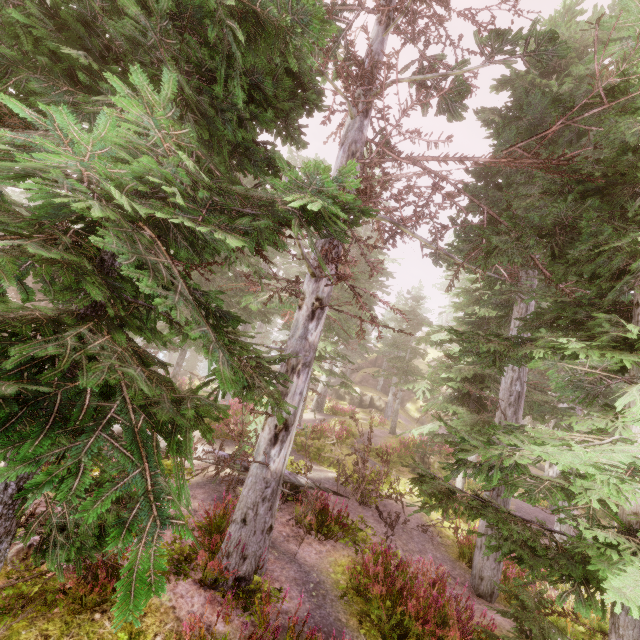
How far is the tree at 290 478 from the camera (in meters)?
8.32

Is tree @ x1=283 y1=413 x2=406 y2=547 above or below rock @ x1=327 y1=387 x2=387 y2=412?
below

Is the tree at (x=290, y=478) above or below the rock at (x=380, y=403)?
below

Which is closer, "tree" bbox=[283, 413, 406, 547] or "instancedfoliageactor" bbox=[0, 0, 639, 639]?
"instancedfoliageactor" bbox=[0, 0, 639, 639]

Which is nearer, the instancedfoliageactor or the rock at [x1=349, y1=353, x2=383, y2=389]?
the instancedfoliageactor

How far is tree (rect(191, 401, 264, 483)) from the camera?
7.8m

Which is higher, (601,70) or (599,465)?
(601,70)

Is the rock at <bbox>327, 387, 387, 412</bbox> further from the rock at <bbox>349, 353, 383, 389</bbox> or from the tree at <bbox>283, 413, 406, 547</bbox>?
the tree at <bbox>283, 413, 406, 547</bbox>
